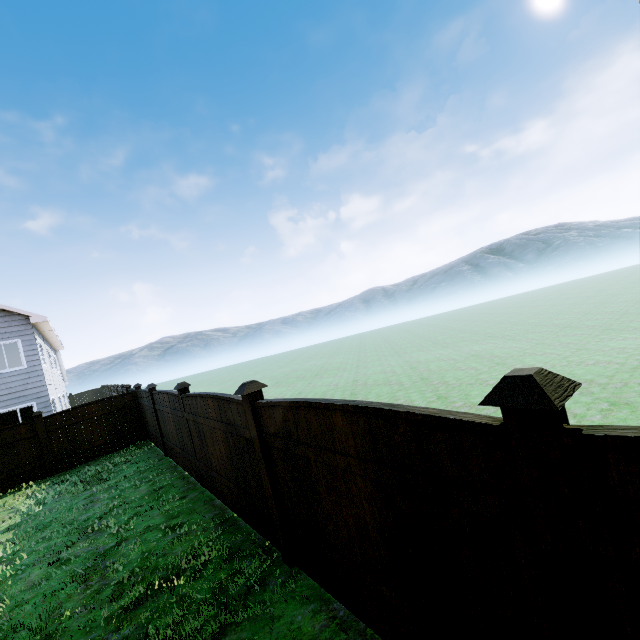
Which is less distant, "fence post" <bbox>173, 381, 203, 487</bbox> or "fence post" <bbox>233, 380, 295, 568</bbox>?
"fence post" <bbox>233, 380, 295, 568</bbox>

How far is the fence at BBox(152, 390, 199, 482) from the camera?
7.2 meters

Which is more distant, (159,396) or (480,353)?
(480,353)

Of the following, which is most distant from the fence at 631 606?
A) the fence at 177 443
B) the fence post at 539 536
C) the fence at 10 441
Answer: the fence at 177 443

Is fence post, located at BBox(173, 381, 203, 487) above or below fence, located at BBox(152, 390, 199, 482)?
above

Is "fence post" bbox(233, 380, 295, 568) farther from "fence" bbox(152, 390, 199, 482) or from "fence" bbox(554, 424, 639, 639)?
"fence" bbox(152, 390, 199, 482)

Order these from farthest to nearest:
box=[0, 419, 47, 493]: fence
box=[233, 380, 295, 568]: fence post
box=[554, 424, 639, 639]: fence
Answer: box=[0, 419, 47, 493]: fence
box=[233, 380, 295, 568]: fence post
box=[554, 424, 639, 639]: fence

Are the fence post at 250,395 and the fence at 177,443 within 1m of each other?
no
